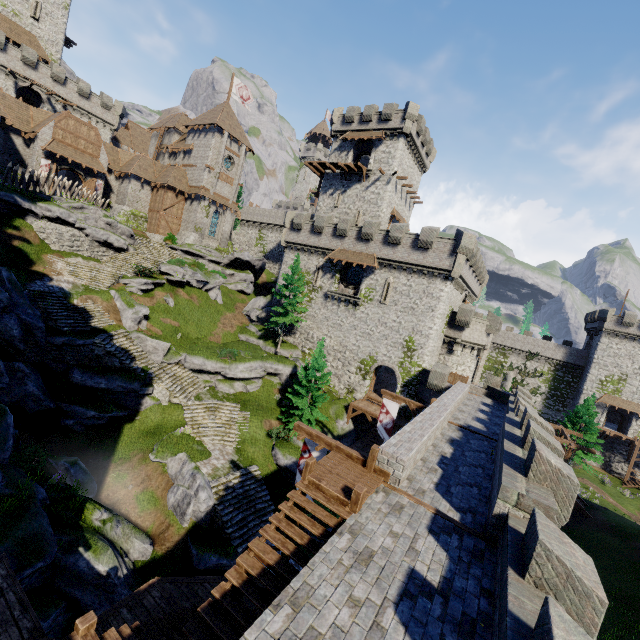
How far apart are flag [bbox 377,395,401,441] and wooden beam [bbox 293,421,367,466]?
9.2m

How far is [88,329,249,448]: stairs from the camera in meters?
22.7

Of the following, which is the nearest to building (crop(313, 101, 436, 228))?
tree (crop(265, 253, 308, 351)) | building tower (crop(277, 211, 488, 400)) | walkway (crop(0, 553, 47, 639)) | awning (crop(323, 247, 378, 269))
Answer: building tower (crop(277, 211, 488, 400))

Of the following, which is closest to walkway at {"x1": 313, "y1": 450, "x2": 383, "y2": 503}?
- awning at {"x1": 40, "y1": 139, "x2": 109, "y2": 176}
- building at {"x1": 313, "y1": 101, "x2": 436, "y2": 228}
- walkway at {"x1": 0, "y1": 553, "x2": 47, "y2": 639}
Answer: walkway at {"x1": 0, "y1": 553, "x2": 47, "y2": 639}

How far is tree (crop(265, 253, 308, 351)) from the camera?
32.7 meters

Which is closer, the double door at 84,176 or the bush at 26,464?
the bush at 26,464

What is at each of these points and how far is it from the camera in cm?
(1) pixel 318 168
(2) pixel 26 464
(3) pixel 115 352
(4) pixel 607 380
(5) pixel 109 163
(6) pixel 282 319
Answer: (1) walkway, 4225
(2) bush, 1469
(3) stairs, 2275
(4) building, 4759
(5) building, 3800
(6) tree, 3259

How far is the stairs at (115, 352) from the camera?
22.73m
